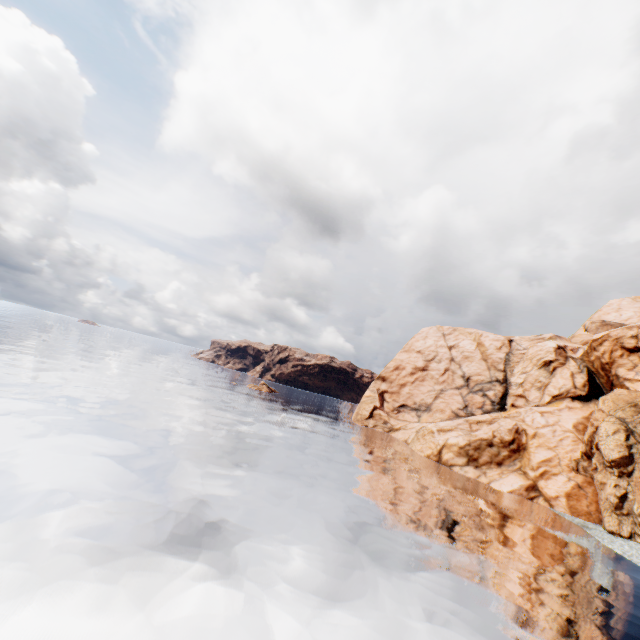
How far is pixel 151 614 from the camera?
9.5 meters
